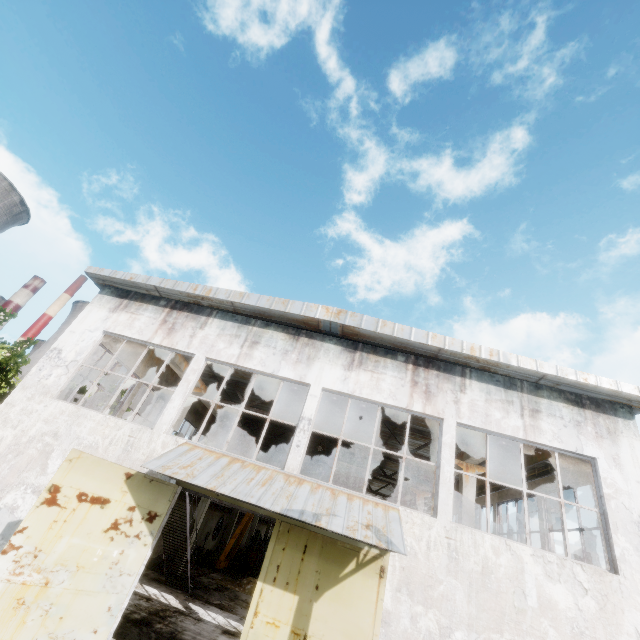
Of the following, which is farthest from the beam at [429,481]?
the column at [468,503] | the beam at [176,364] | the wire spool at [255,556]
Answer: the beam at [176,364]

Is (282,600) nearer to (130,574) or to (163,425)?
(130,574)

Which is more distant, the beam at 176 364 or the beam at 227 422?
the beam at 227 422

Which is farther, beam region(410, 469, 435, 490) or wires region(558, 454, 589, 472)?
beam region(410, 469, 435, 490)

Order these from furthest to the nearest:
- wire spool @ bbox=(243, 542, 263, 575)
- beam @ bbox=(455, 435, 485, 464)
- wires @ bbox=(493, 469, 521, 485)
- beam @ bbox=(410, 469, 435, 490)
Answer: wire spool @ bbox=(243, 542, 263, 575) < beam @ bbox=(410, 469, 435, 490) < wires @ bbox=(493, 469, 521, 485) < beam @ bbox=(455, 435, 485, 464)

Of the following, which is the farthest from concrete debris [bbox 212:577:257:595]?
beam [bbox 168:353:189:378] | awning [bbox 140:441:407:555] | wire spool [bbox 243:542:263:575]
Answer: awning [bbox 140:441:407:555]

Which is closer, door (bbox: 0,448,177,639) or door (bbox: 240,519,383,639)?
door (bbox: 0,448,177,639)

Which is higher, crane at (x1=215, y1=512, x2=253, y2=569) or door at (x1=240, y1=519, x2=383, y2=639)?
door at (x1=240, y1=519, x2=383, y2=639)
